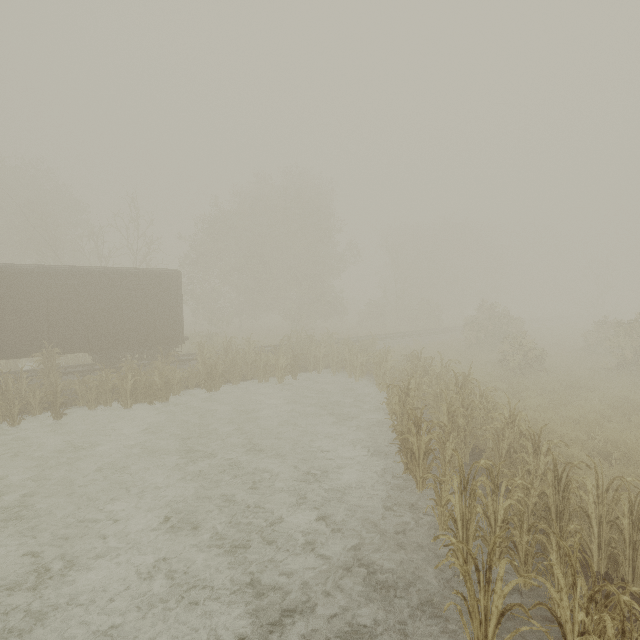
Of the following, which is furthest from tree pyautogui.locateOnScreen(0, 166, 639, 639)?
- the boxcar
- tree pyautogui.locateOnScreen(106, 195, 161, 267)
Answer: tree pyautogui.locateOnScreen(106, 195, 161, 267)

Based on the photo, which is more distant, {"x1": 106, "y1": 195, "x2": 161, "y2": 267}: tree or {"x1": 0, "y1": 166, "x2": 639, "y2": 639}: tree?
{"x1": 106, "y1": 195, "x2": 161, "y2": 267}: tree

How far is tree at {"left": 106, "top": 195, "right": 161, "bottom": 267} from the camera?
22.3m

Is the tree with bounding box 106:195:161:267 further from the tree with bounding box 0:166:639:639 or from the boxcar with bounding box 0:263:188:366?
the tree with bounding box 0:166:639:639

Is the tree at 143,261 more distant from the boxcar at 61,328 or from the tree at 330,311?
the tree at 330,311

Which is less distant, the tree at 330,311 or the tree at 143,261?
the tree at 330,311

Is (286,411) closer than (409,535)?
No

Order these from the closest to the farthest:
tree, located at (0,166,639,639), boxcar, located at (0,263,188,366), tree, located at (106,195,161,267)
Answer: tree, located at (0,166,639,639), boxcar, located at (0,263,188,366), tree, located at (106,195,161,267)
